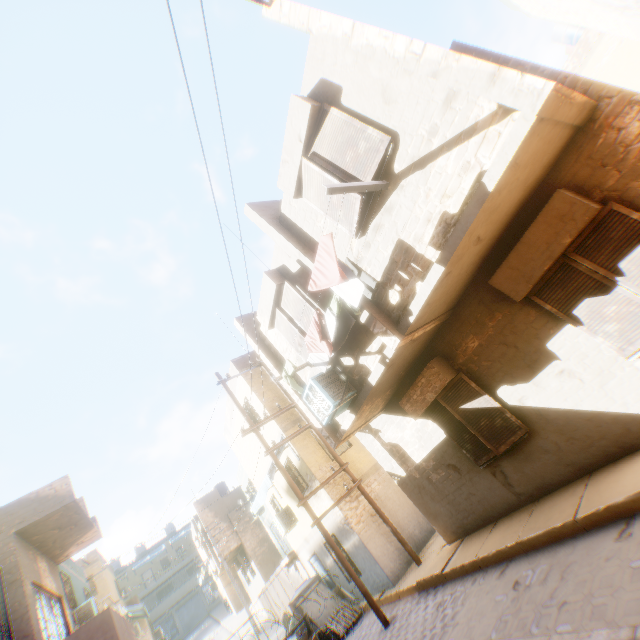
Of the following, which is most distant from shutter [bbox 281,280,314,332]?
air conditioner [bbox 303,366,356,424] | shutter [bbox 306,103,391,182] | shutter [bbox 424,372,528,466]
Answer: shutter [bbox 424,372,528,466]

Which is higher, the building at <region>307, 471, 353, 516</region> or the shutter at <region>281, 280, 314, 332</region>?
the shutter at <region>281, 280, 314, 332</region>

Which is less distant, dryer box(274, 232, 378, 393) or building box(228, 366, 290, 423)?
dryer box(274, 232, 378, 393)

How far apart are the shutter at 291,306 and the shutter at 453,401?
3.0 meters

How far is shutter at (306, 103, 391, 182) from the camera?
4.77m

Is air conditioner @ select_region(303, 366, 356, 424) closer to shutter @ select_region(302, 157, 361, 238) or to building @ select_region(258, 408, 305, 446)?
building @ select_region(258, 408, 305, 446)

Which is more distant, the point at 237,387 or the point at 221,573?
the point at 221,573

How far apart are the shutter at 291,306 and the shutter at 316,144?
2.0m
